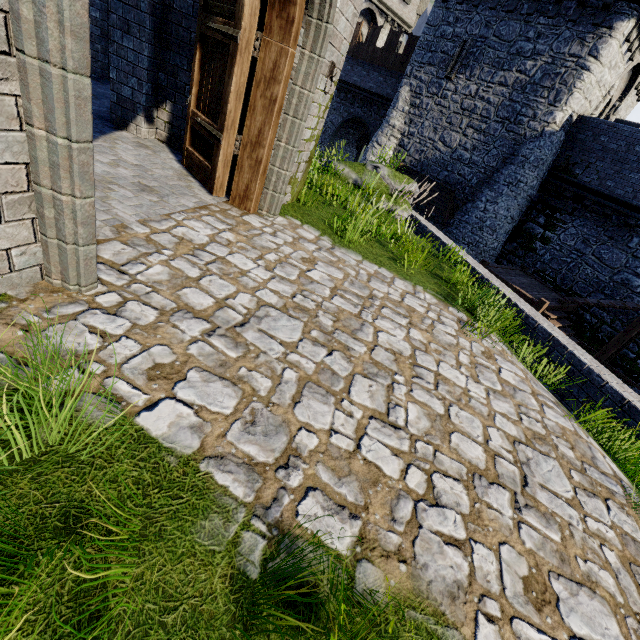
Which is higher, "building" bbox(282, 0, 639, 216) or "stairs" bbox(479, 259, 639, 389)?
"building" bbox(282, 0, 639, 216)

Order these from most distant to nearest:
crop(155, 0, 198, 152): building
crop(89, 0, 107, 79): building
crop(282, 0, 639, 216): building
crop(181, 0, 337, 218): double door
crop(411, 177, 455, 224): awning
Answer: crop(411, 177, 455, 224): awning < crop(282, 0, 639, 216): building < crop(89, 0, 107, 79): building < crop(155, 0, 198, 152): building < crop(181, 0, 337, 218): double door

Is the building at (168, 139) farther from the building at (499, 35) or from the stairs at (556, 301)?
the building at (499, 35)

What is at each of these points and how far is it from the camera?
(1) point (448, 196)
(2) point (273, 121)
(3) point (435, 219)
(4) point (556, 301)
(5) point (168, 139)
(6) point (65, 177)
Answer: (1) awning, 18.5 meters
(2) double door, 4.5 meters
(3) building, 19.6 meters
(4) stairs, 14.1 meters
(5) building, 6.3 meters
(6) double door, 2.0 meters

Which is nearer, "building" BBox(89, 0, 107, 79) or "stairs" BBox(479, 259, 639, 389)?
"building" BBox(89, 0, 107, 79)

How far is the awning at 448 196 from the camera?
18.3m

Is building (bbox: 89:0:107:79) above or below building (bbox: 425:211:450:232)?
above

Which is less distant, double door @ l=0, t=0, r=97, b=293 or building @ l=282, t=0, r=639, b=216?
double door @ l=0, t=0, r=97, b=293
